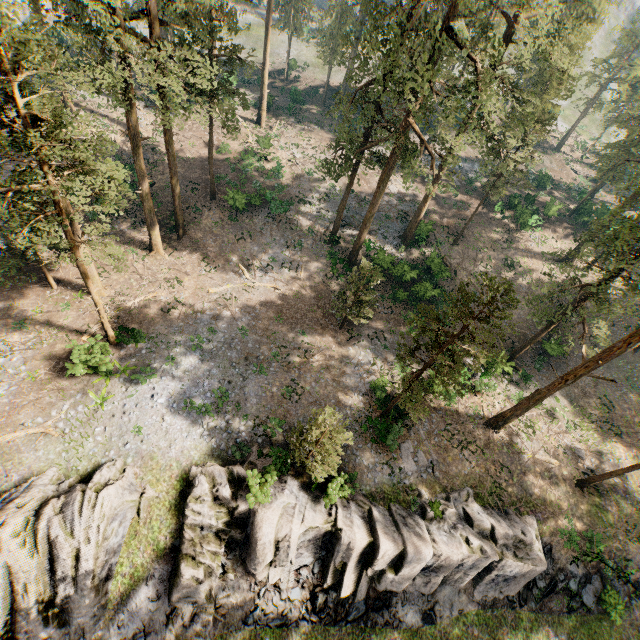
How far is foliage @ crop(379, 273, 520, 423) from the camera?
15.02m

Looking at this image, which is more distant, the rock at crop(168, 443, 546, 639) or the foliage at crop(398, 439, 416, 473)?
the foliage at crop(398, 439, 416, 473)

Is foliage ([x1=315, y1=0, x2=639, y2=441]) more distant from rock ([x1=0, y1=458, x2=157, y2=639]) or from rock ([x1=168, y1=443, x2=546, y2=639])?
rock ([x1=168, y1=443, x2=546, y2=639])

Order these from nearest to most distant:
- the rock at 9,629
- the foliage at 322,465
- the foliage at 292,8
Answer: the rock at 9,629
the foliage at 322,465
the foliage at 292,8

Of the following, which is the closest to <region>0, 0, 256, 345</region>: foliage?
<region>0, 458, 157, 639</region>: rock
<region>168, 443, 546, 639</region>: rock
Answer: <region>0, 458, 157, 639</region>: rock

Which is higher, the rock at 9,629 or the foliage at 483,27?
the foliage at 483,27

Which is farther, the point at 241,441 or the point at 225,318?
the point at 225,318
